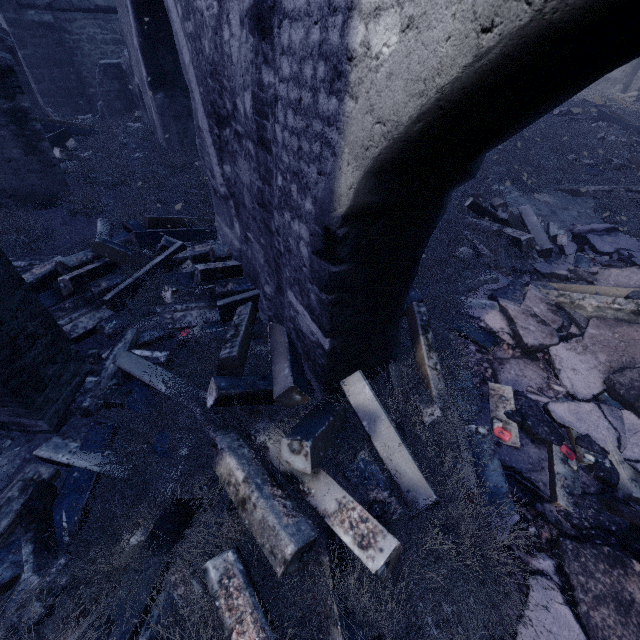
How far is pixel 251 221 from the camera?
3.4 meters

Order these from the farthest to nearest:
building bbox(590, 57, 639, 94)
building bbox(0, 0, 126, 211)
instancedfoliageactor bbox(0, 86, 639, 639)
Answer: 1. building bbox(590, 57, 639, 94)
2. building bbox(0, 0, 126, 211)
3. instancedfoliageactor bbox(0, 86, 639, 639)

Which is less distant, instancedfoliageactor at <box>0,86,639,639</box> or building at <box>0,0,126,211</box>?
instancedfoliageactor at <box>0,86,639,639</box>

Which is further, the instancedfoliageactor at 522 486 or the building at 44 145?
the building at 44 145

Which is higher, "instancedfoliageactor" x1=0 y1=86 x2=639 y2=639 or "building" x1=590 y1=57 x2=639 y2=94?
"building" x1=590 y1=57 x2=639 y2=94

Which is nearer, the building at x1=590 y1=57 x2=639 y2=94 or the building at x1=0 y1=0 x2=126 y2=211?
the building at x1=0 y1=0 x2=126 y2=211
